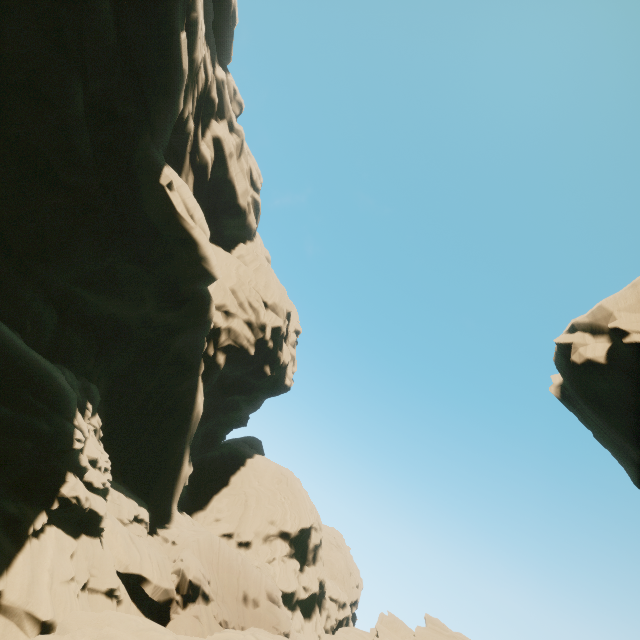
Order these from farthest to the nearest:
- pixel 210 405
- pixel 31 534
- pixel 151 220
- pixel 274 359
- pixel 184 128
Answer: pixel 274 359 → pixel 210 405 → pixel 184 128 → pixel 151 220 → pixel 31 534

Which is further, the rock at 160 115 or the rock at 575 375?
the rock at 575 375

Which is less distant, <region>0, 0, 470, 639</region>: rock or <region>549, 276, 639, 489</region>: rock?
<region>0, 0, 470, 639</region>: rock
